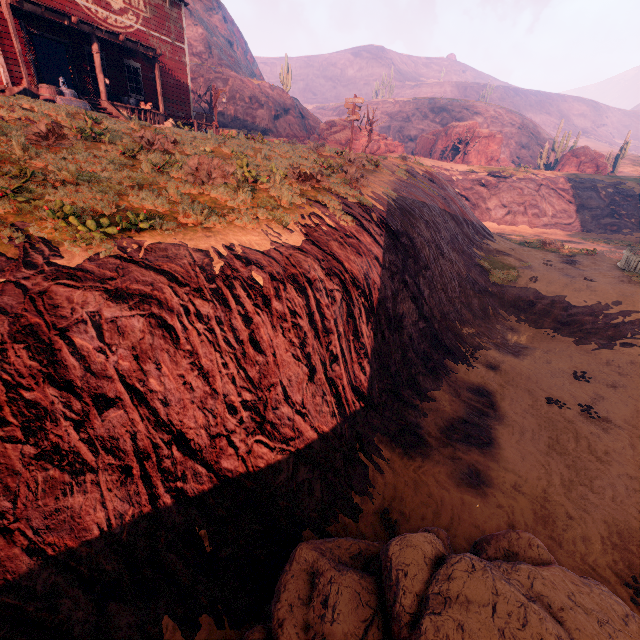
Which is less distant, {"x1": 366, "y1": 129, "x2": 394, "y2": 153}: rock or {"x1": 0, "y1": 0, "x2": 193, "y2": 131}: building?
{"x1": 0, "y1": 0, "x2": 193, "y2": 131}: building

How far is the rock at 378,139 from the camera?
33.52m

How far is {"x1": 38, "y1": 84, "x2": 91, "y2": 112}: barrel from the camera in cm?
1135

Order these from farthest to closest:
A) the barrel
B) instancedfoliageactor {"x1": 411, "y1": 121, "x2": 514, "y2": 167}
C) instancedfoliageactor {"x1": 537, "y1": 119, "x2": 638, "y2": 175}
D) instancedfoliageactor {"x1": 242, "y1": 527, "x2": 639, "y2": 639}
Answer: instancedfoliageactor {"x1": 411, "y1": 121, "x2": 514, "y2": 167} → instancedfoliageactor {"x1": 537, "y1": 119, "x2": 638, "y2": 175} → the barrel → instancedfoliageactor {"x1": 242, "y1": 527, "x2": 639, "y2": 639}

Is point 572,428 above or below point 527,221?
below

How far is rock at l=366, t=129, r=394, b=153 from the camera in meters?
33.5

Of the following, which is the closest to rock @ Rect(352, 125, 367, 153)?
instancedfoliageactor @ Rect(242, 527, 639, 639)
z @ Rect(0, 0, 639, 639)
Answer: z @ Rect(0, 0, 639, 639)

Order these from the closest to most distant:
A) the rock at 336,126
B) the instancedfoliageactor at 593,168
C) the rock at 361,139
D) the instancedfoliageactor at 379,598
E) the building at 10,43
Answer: the instancedfoliageactor at 379,598 < the building at 10,43 < the rock at 336,126 < the rock at 361,139 < the instancedfoliageactor at 593,168
